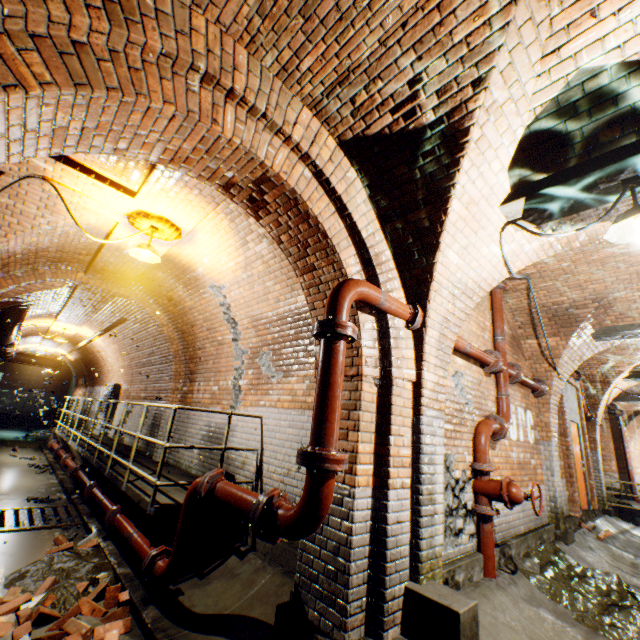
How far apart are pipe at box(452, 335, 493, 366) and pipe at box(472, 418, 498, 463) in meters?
0.8

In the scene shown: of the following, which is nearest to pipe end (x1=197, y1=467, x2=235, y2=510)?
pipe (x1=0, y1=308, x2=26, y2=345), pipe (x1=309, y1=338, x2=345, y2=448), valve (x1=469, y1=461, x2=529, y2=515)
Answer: pipe (x1=309, y1=338, x2=345, y2=448)

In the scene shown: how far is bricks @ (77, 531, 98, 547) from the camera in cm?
488

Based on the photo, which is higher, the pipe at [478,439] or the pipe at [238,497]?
the pipe at [478,439]

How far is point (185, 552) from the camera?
3.39m

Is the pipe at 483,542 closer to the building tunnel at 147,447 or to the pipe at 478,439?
the pipe at 478,439

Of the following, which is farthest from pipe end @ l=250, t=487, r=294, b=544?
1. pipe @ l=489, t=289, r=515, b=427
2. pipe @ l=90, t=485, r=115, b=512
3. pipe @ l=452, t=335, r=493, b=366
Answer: pipe @ l=90, t=485, r=115, b=512

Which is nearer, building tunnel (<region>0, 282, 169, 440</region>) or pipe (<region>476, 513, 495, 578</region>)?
pipe (<region>476, 513, 495, 578</region>)
